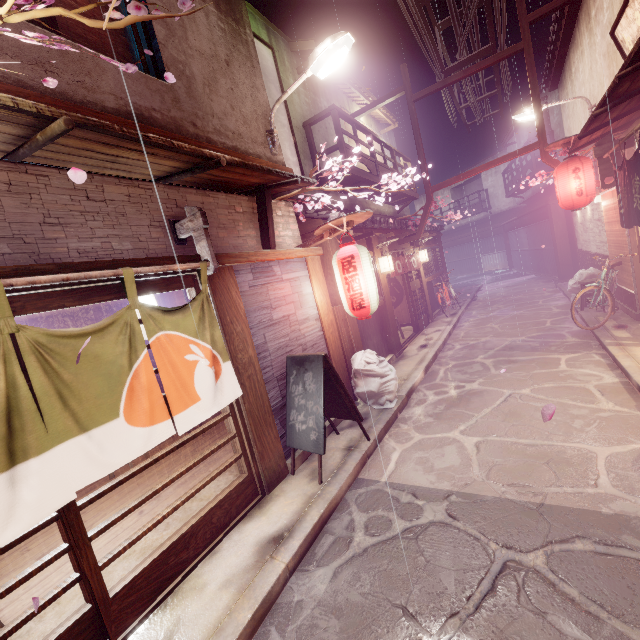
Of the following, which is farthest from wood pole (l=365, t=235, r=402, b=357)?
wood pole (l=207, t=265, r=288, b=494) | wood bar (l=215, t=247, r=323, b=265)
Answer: wood pole (l=207, t=265, r=288, b=494)

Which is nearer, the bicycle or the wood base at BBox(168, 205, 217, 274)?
the wood base at BBox(168, 205, 217, 274)

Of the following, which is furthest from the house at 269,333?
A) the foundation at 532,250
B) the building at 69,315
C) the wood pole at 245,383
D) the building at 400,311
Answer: the foundation at 532,250

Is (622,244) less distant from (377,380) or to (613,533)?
(377,380)

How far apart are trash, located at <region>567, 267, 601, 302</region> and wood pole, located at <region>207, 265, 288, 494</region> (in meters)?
16.63

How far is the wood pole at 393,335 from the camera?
14.8 meters

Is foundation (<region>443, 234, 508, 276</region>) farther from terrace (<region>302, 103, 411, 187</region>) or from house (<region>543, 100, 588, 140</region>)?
house (<region>543, 100, 588, 140</region>)

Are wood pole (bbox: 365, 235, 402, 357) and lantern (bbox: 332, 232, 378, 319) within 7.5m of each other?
yes
